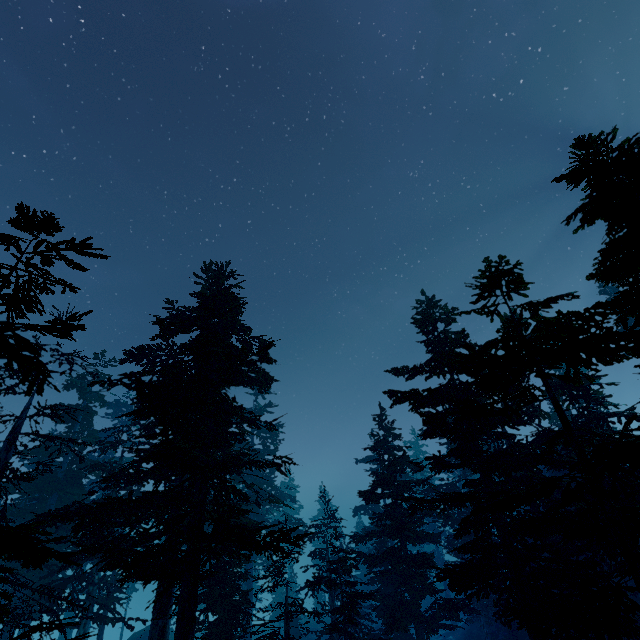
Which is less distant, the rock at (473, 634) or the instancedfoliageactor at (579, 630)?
the instancedfoliageactor at (579, 630)

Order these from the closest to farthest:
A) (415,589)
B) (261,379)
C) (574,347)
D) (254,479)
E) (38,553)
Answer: (38,553) → (574,347) → (261,379) → (415,589) → (254,479)

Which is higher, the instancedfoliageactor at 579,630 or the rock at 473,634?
the instancedfoliageactor at 579,630

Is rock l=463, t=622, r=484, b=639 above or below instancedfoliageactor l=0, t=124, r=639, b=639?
below

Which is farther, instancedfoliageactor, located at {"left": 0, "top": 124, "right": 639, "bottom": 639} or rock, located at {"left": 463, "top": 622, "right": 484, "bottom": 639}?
rock, located at {"left": 463, "top": 622, "right": 484, "bottom": 639}
